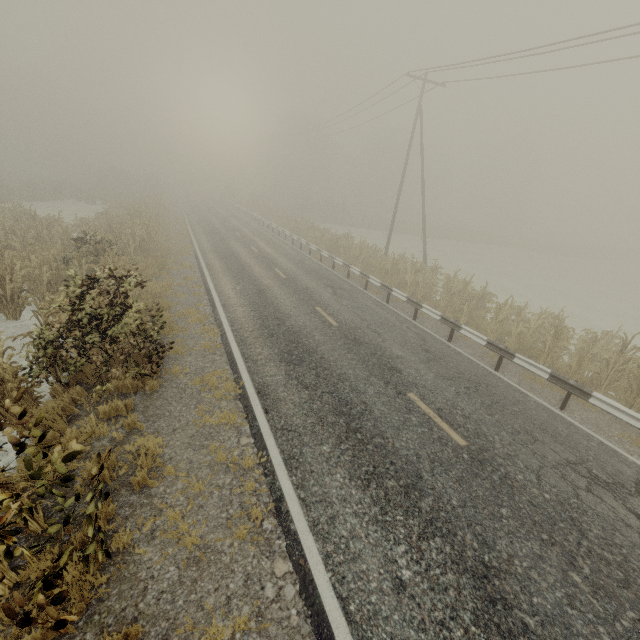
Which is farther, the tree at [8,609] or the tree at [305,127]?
the tree at [305,127]

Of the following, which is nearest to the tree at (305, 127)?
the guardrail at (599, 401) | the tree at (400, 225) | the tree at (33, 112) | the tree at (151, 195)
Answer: the tree at (400, 225)

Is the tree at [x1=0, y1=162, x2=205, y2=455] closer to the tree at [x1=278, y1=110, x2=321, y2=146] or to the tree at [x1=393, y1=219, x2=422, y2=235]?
the tree at [x1=278, y1=110, x2=321, y2=146]

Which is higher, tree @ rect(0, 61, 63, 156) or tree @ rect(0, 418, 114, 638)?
tree @ rect(0, 61, 63, 156)

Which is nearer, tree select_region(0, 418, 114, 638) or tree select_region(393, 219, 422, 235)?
tree select_region(0, 418, 114, 638)

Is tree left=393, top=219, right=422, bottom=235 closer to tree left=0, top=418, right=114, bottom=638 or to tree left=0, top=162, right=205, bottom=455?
tree left=0, top=162, right=205, bottom=455

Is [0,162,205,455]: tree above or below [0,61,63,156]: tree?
below

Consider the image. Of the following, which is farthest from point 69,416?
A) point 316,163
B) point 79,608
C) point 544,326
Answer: point 316,163
